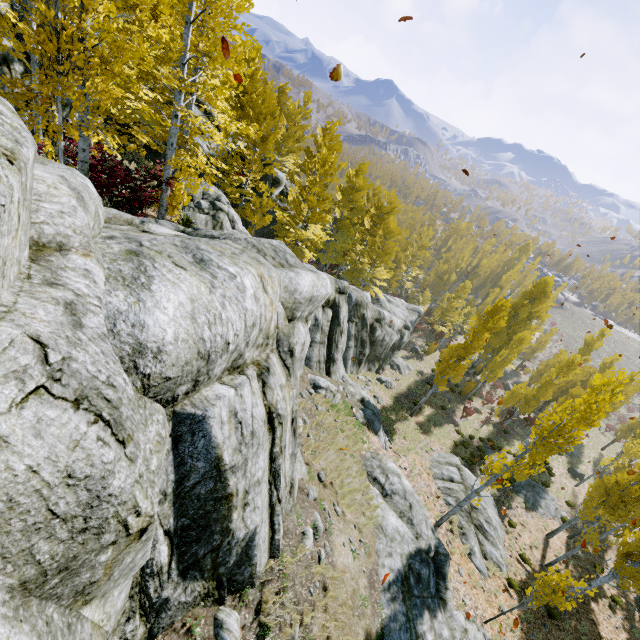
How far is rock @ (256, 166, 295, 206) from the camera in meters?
23.0

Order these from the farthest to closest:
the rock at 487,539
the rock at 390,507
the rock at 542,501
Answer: the rock at 542,501
the rock at 487,539
the rock at 390,507

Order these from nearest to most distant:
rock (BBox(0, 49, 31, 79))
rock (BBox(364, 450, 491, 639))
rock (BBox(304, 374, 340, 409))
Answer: rock (BBox(364, 450, 491, 639)) → rock (BBox(0, 49, 31, 79)) → rock (BBox(304, 374, 340, 409))

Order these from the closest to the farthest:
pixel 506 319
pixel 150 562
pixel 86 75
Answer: pixel 150 562
pixel 86 75
pixel 506 319

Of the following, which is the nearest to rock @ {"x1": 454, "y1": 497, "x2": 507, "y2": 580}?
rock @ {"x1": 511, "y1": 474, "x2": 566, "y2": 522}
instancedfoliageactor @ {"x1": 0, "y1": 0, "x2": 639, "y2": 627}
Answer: instancedfoliageactor @ {"x1": 0, "y1": 0, "x2": 639, "y2": 627}

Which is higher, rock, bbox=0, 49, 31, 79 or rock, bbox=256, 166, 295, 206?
rock, bbox=0, 49, 31, 79

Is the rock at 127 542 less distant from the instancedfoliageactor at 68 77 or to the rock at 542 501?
the instancedfoliageactor at 68 77

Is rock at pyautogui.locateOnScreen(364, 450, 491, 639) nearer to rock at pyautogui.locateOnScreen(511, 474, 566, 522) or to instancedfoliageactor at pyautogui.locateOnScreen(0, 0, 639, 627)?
instancedfoliageactor at pyautogui.locateOnScreen(0, 0, 639, 627)
